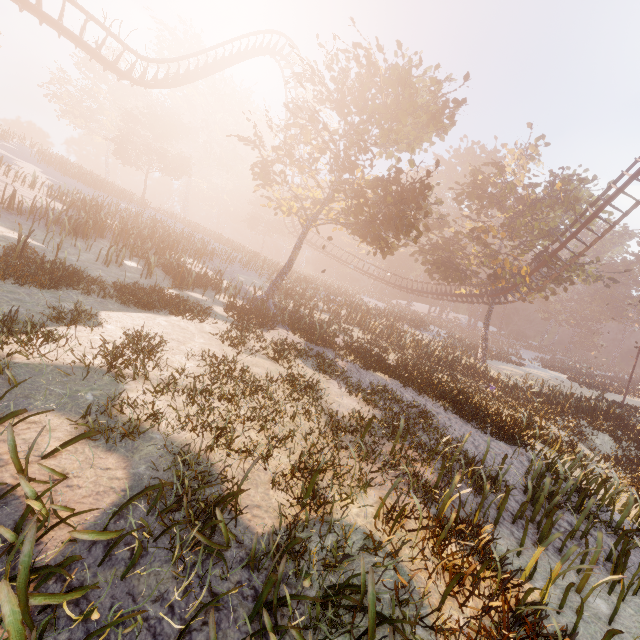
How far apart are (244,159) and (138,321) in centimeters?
5396cm
